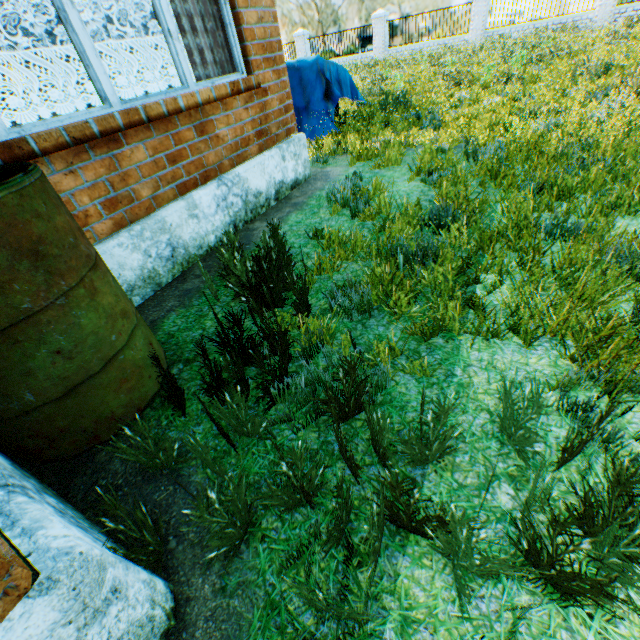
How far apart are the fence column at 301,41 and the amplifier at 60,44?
22.55m

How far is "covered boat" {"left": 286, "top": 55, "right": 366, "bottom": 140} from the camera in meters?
6.2 m

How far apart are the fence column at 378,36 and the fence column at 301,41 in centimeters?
473cm

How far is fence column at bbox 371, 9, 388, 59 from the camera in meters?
19.1 m

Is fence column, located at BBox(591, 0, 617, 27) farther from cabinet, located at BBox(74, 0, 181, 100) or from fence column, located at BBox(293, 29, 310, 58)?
cabinet, located at BBox(74, 0, 181, 100)

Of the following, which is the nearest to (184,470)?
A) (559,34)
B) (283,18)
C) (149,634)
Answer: (149,634)

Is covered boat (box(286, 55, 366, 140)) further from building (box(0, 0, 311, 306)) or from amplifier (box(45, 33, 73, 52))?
amplifier (box(45, 33, 73, 52))

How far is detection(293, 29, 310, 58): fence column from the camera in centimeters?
2155cm
